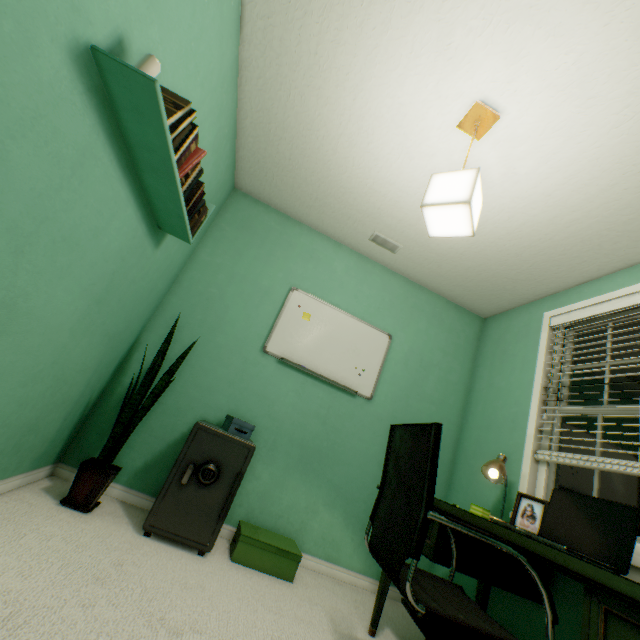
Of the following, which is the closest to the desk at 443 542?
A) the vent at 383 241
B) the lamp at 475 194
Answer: the lamp at 475 194

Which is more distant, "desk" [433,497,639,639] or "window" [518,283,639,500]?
"window" [518,283,639,500]

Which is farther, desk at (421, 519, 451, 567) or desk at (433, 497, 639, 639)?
desk at (421, 519, 451, 567)

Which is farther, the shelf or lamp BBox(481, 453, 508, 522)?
lamp BBox(481, 453, 508, 522)

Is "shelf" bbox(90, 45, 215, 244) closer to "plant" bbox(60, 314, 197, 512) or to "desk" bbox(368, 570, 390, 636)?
"plant" bbox(60, 314, 197, 512)

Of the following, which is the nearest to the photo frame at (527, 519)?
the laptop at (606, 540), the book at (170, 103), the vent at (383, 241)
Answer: the laptop at (606, 540)

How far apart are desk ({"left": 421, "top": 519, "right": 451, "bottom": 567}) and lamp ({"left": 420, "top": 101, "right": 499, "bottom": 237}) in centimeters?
117cm

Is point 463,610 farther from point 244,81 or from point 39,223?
point 244,81
